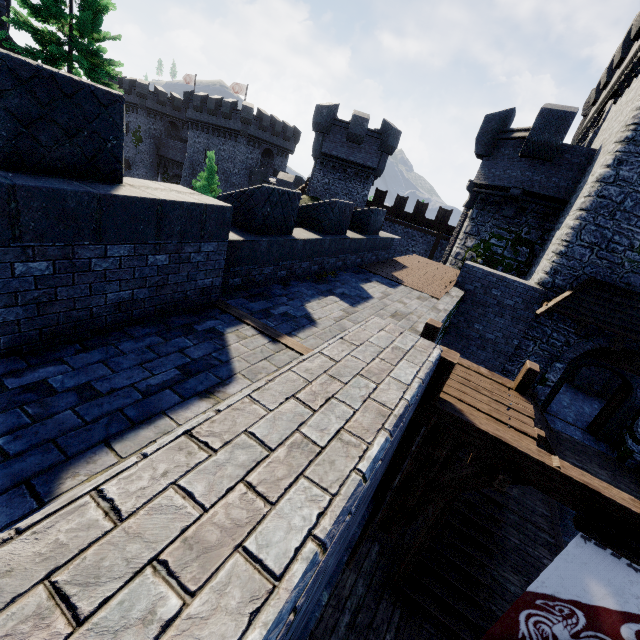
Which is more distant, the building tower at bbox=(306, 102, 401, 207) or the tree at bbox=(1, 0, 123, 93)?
the building tower at bbox=(306, 102, 401, 207)

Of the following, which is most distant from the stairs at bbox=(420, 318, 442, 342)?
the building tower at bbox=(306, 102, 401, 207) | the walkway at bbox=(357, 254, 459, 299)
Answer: the building tower at bbox=(306, 102, 401, 207)

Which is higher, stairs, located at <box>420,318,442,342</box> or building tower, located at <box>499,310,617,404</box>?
stairs, located at <box>420,318,442,342</box>

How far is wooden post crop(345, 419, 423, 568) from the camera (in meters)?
4.08

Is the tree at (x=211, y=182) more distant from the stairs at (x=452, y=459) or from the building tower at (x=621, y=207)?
the building tower at (x=621, y=207)

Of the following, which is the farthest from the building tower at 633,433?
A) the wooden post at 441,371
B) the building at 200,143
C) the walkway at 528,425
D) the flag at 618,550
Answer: the building at 200,143

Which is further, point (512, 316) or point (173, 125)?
point (173, 125)

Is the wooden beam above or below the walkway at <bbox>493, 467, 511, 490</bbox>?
above
